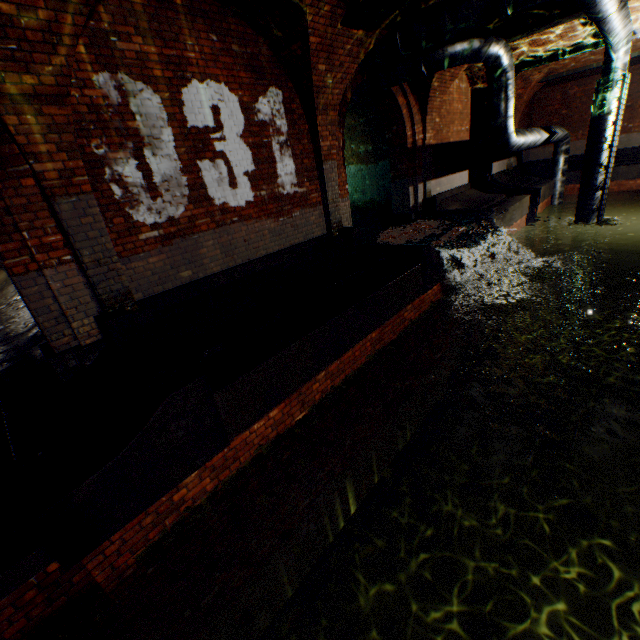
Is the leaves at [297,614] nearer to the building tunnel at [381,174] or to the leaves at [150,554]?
the leaves at [150,554]

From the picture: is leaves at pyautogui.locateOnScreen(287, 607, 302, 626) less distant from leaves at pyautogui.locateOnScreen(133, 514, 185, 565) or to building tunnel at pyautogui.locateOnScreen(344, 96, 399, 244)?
leaves at pyautogui.locateOnScreen(133, 514, 185, 565)

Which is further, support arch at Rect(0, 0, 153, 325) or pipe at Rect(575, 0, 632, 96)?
pipe at Rect(575, 0, 632, 96)

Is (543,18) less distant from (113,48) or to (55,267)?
(113,48)

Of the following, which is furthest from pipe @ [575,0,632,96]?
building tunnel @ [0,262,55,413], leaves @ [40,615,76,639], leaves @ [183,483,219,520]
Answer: leaves @ [40,615,76,639]

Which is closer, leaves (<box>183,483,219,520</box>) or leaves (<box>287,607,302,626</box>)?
leaves (<box>287,607,302,626</box>)

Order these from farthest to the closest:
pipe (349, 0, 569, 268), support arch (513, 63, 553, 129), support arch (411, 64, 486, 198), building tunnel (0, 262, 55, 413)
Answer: support arch (513, 63, 553, 129), support arch (411, 64, 486, 198), pipe (349, 0, 569, 268), building tunnel (0, 262, 55, 413)

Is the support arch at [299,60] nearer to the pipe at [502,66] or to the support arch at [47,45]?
the pipe at [502,66]
